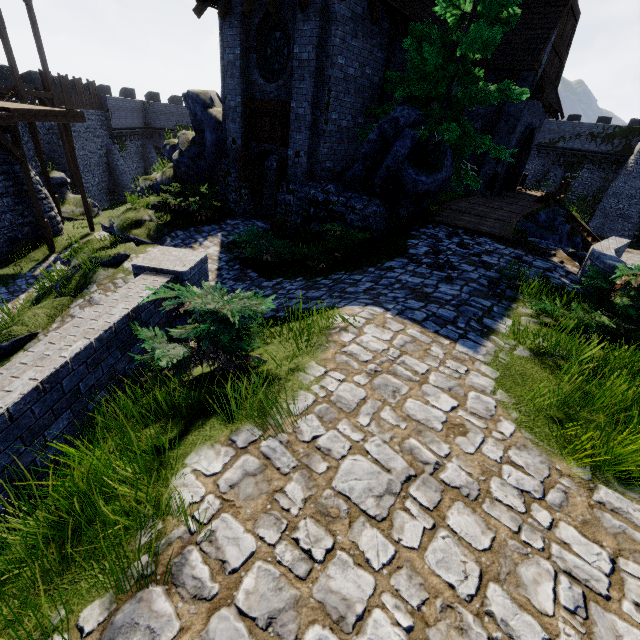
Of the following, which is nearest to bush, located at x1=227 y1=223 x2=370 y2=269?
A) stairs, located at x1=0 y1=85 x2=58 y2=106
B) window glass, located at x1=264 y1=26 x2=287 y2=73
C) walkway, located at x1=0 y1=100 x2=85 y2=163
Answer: window glass, located at x1=264 y1=26 x2=287 y2=73

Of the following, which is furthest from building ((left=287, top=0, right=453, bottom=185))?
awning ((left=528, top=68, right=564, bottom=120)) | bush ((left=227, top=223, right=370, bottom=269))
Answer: bush ((left=227, top=223, right=370, bottom=269))

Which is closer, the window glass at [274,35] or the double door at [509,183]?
the window glass at [274,35]

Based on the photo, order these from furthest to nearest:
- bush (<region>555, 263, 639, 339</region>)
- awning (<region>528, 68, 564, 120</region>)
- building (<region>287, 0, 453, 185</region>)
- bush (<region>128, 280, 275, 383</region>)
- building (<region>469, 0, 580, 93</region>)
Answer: awning (<region>528, 68, 564, 120</region>) < building (<region>469, 0, 580, 93</region>) < building (<region>287, 0, 453, 185</region>) < bush (<region>555, 263, 639, 339</region>) < bush (<region>128, 280, 275, 383</region>)

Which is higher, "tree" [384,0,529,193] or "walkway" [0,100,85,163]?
"tree" [384,0,529,193]

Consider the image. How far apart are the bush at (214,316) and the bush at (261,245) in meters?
4.1 m

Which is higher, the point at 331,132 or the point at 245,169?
the point at 331,132

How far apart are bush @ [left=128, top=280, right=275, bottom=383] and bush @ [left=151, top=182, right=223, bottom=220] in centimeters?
891cm
